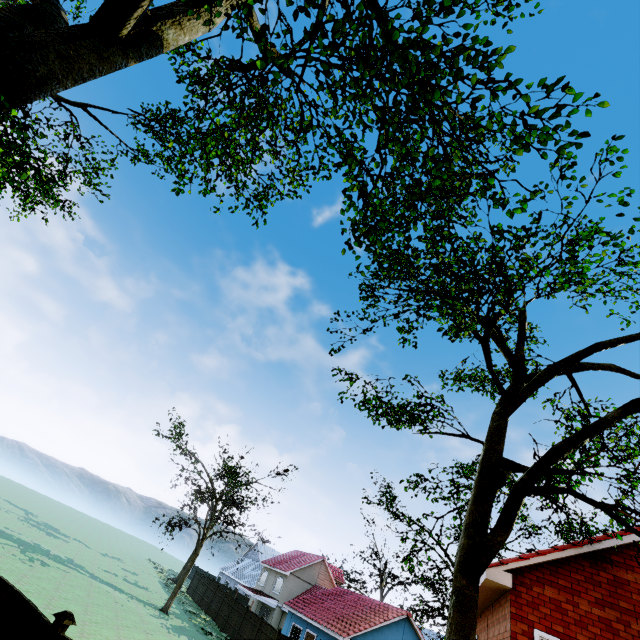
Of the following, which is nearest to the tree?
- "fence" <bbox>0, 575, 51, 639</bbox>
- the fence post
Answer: "fence" <bbox>0, 575, 51, 639</bbox>

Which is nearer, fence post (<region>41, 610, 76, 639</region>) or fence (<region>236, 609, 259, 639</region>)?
fence post (<region>41, 610, 76, 639</region>)

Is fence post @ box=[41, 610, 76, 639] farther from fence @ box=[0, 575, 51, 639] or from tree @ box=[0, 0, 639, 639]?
tree @ box=[0, 0, 639, 639]

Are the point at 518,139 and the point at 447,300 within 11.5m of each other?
yes

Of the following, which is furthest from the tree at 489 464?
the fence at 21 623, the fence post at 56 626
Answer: the fence post at 56 626

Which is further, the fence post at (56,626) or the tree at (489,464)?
the fence post at (56,626)
